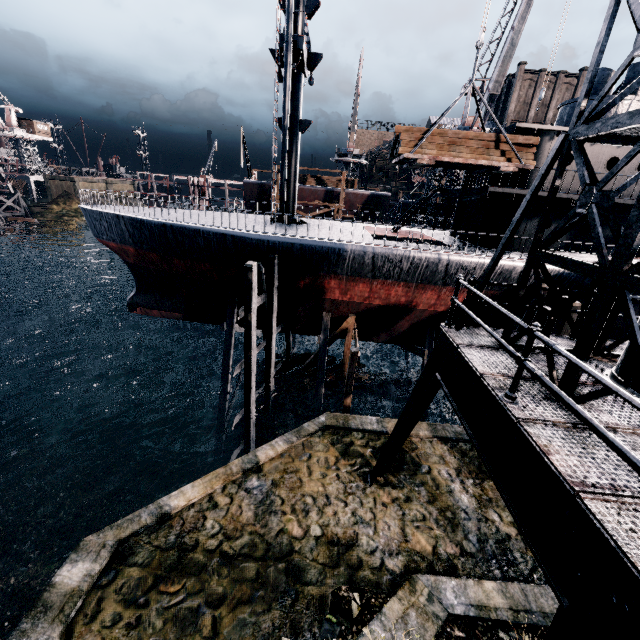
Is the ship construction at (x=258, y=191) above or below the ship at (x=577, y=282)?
above

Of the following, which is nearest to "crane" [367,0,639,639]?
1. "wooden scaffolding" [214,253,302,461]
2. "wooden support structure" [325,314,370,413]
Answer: "wooden support structure" [325,314,370,413]

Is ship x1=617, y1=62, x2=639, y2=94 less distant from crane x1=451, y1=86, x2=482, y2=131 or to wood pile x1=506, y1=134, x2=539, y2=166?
crane x1=451, y1=86, x2=482, y2=131

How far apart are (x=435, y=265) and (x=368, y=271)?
3.3 meters

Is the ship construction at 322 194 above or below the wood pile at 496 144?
below

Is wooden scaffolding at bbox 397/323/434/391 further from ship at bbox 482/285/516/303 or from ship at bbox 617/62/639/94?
ship at bbox 617/62/639/94

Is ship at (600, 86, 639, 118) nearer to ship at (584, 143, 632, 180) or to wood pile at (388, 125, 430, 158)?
ship at (584, 143, 632, 180)

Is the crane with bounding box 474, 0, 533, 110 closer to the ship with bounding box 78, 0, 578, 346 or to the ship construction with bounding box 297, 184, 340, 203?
the ship with bounding box 78, 0, 578, 346
